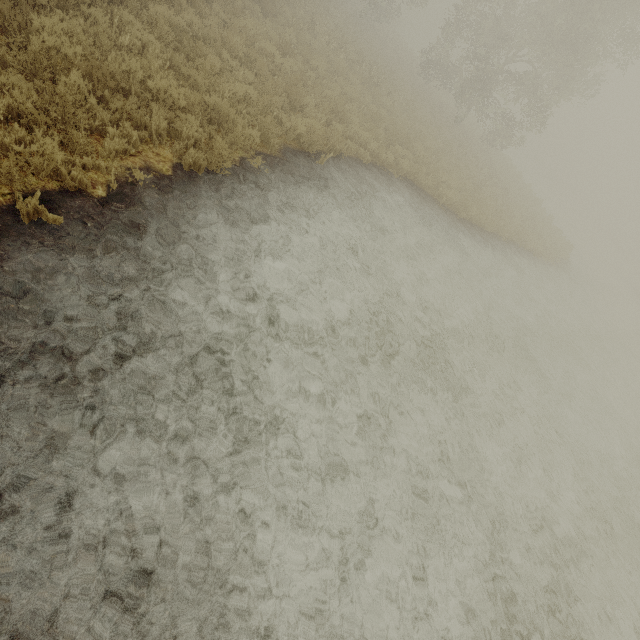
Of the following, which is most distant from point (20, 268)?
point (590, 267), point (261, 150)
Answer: point (590, 267)
